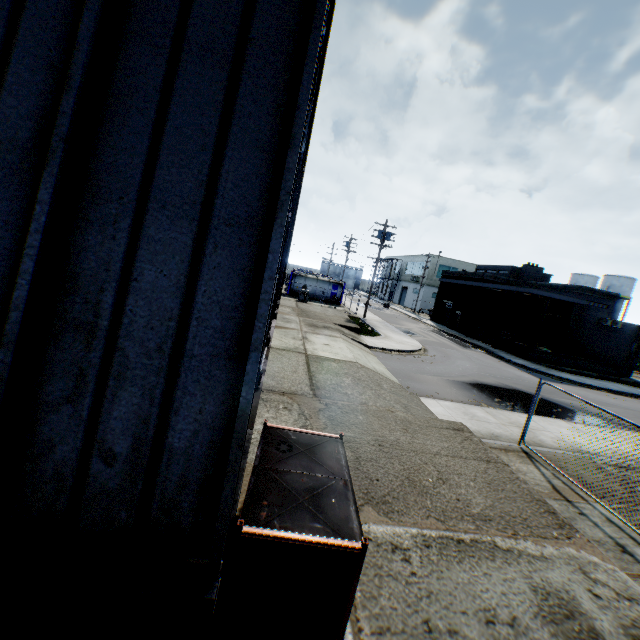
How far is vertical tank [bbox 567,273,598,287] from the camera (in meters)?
56.88

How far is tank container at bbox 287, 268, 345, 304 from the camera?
39.2m

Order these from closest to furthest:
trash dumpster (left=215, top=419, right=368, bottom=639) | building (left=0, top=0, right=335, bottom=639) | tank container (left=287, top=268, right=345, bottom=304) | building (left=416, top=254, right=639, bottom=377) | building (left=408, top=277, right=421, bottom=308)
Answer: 1. building (left=0, top=0, right=335, bottom=639)
2. trash dumpster (left=215, top=419, right=368, bottom=639)
3. building (left=416, top=254, right=639, bottom=377)
4. tank container (left=287, top=268, right=345, bottom=304)
5. building (left=408, top=277, right=421, bottom=308)

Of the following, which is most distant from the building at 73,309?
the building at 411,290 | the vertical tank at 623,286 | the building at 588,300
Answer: the vertical tank at 623,286

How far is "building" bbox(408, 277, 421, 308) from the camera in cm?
5678

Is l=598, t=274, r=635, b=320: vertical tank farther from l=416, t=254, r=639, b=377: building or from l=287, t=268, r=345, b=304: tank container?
l=287, t=268, r=345, b=304: tank container

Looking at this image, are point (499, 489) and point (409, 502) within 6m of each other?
yes

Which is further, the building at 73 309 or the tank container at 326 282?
the tank container at 326 282
